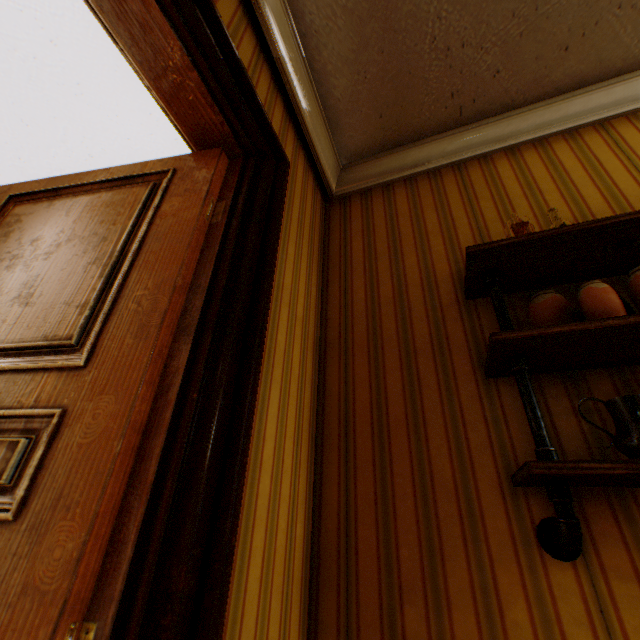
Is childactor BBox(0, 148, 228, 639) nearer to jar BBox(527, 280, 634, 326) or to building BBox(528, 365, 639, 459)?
building BBox(528, 365, 639, 459)

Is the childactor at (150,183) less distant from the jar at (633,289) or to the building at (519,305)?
the building at (519,305)

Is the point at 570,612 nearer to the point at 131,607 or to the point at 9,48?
the point at 131,607

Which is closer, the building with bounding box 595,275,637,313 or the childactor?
the childactor

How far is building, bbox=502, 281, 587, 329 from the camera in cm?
149

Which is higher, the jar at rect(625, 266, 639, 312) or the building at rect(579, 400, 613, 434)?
the jar at rect(625, 266, 639, 312)

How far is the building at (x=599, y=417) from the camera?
1.2m
